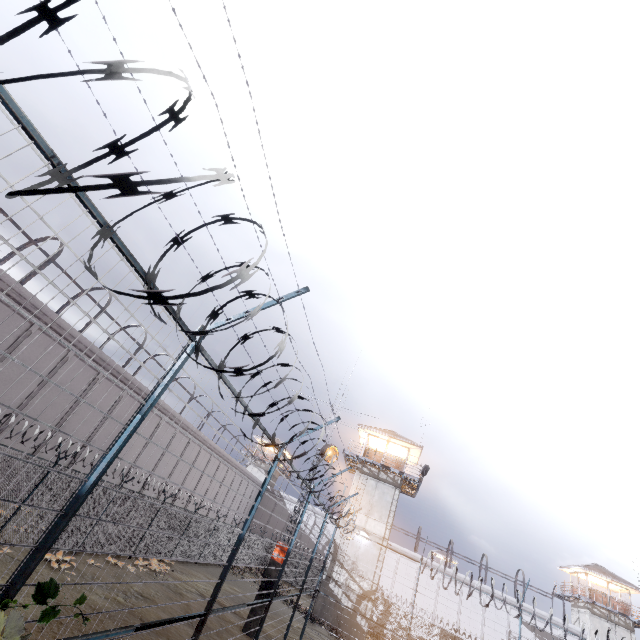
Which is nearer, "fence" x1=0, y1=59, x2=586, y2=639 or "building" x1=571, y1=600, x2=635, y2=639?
"fence" x1=0, y1=59, x2=586, y2=639

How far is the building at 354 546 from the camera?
23.9m

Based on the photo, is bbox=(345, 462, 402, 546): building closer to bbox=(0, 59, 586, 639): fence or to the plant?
bbox=(0, 59, 586, 639): fence

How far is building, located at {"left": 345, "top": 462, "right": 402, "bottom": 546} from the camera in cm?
2638

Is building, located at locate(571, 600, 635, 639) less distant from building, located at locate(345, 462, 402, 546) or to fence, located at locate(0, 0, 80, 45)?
fence, located at locate(0, 0, 80, 45)

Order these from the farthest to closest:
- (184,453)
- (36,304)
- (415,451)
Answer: (415,451), (184,453), (36,304)

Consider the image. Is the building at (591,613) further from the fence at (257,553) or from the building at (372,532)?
the building at (372,532)
